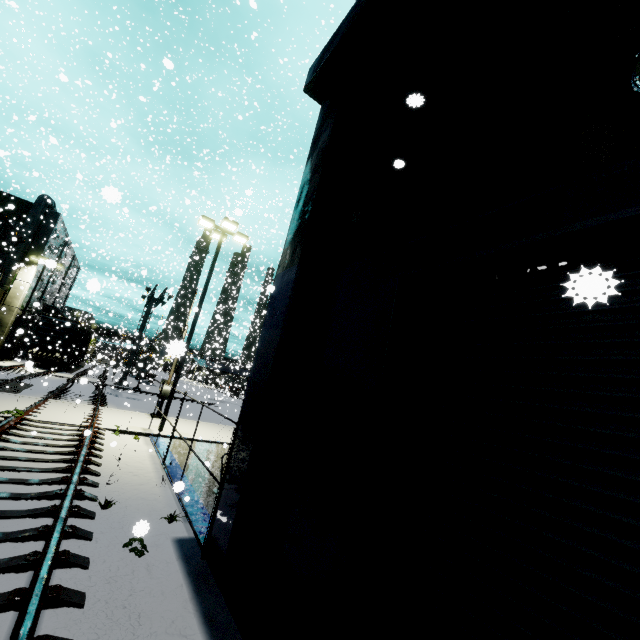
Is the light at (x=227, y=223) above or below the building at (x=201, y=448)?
above

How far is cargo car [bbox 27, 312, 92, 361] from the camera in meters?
30.0

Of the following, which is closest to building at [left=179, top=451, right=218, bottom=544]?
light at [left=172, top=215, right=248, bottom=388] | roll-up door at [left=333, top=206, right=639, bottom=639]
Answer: roll-up door at [left=333, top=206, right=639, bottom=639]

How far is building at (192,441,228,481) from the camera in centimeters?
999cm

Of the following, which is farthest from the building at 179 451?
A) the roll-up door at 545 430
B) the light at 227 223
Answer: the light at 227 223

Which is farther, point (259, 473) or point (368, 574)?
point (259, 473)

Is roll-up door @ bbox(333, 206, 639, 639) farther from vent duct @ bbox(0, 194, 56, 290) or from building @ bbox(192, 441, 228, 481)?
vent duct @ bbox(0, 194, 56, 290)

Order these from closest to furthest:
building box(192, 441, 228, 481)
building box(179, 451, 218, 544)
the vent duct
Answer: building box(179, 451, 218, 544)
building box(192, 441, 228, 481)
the vent duct
